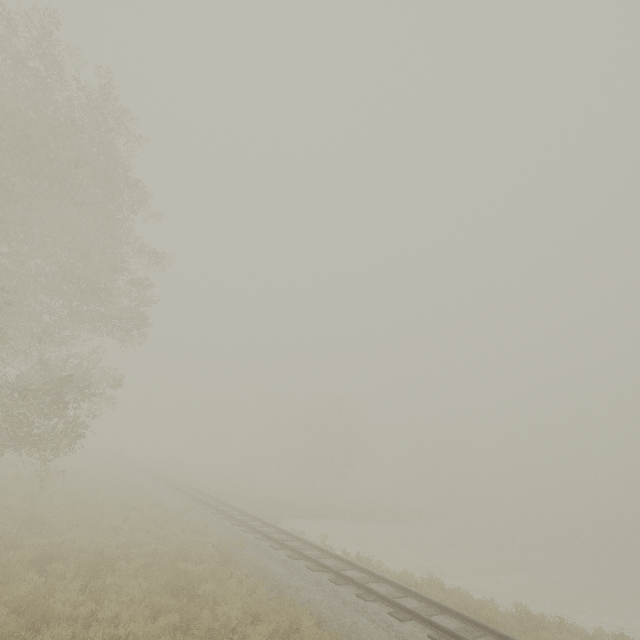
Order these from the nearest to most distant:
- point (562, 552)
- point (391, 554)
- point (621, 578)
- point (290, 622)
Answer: point (290, 622), point (391, 554), point (621, 578), point (562, 552)
